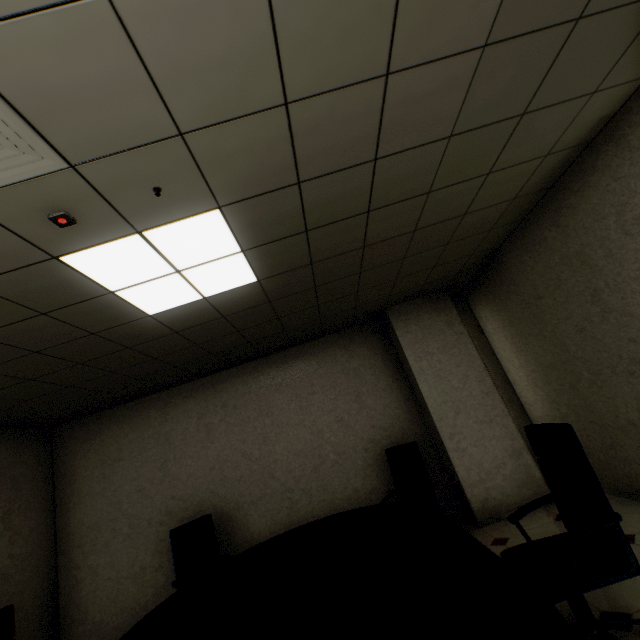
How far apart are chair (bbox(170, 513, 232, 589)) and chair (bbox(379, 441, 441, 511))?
1.7 meters

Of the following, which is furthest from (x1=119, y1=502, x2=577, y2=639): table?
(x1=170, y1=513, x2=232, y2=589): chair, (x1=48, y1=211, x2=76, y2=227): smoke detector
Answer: (x1=48, y1=211, x2=76, y2=227): smoke detector

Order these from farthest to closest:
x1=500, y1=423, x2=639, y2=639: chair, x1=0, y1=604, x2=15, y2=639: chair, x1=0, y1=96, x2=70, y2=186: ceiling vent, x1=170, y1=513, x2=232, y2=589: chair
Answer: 1. x1=170, y1=513, x2=232, y2=589: chair
2. x1=0, y1=604, x2=15, y2=639: chair
3. x1=500, y1=423, x2=639, y2=639: chair
4. x1=0, y1=96, x2=70, y2=186: ceiling vent

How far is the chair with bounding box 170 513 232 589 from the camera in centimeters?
347cm

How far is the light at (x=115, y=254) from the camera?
1.95m

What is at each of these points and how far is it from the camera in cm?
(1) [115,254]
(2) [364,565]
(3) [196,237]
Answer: (1) light, 201
(2) table, 206
(3) light, 210

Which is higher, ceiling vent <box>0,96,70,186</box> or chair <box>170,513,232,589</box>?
ceiling vent <box>0,96,70,186</box>

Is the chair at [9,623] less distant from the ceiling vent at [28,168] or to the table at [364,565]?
the table at [364,565]
